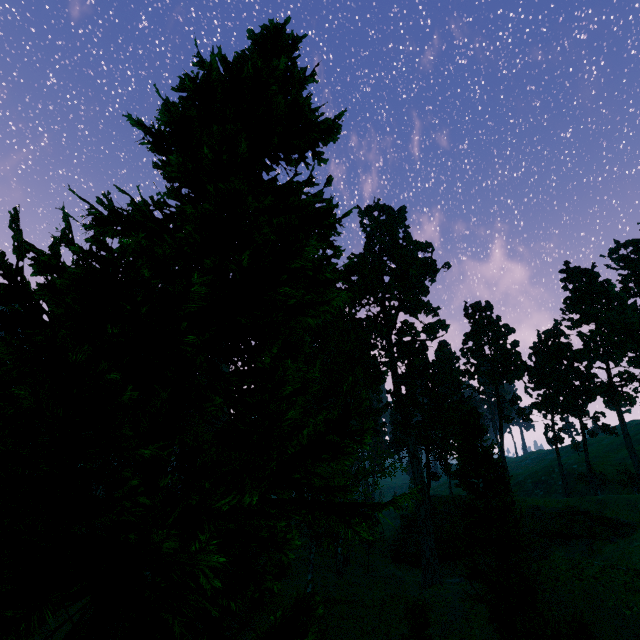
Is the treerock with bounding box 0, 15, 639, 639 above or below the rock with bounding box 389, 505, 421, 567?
above

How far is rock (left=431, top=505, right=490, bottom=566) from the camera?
38.5 meters

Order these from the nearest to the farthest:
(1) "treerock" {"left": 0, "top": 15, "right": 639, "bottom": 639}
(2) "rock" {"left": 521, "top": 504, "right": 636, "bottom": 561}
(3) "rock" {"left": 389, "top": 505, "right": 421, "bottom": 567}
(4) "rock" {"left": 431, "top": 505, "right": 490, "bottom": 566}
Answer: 1. (1) "treerock" {"left": 0, "top": 15, "right": 639, "bottom": 639}
2. (2) "rock" {"left": 521, "top": 504, "right": 636, "bottom": 561}
3. (4) "rock" {"left": 431, "top": 505, "right": 490, "bottom": 566}
4. (3) "rock" {"left": 389, "top": 505, "right": 421, "bottom": 567}

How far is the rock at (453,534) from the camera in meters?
38.5

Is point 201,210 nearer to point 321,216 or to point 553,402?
point 321,216
